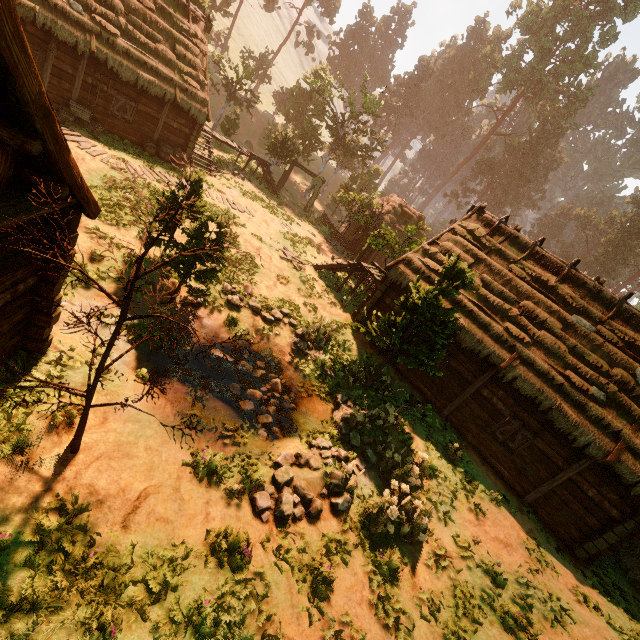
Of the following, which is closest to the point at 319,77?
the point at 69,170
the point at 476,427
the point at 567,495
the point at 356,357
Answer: the point at 356,357

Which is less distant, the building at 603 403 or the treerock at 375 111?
the building at 603 403

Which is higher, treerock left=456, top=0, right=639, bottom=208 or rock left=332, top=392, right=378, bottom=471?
treerock left=456, top=0, right=639, bottom=208

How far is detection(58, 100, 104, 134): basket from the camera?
15.2 meters

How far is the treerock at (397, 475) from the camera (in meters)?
8.20

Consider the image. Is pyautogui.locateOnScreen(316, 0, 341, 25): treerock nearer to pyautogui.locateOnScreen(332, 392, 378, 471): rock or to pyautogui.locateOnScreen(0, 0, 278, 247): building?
pyautogui.locateOnScreen(0, 0, 278, 247): building

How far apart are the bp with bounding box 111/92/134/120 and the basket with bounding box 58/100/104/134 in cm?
111

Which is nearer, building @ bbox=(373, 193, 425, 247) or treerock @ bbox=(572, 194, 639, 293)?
building @ bbox=(373, 193, 425, 247)
